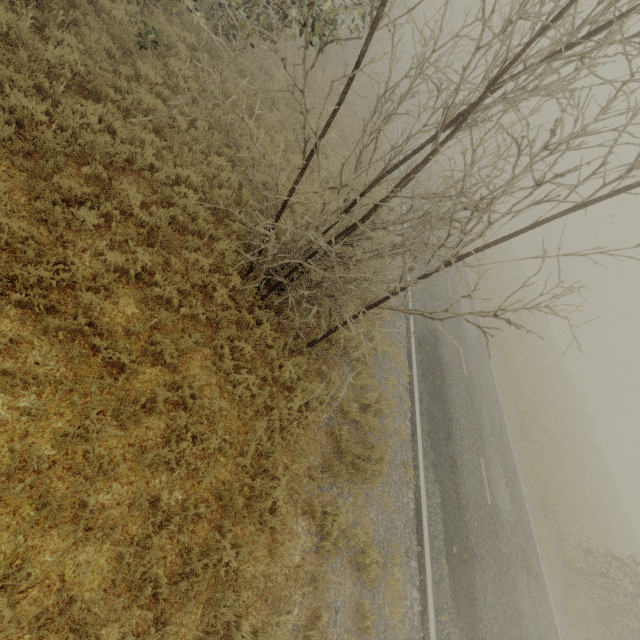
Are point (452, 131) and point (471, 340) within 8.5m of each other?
no

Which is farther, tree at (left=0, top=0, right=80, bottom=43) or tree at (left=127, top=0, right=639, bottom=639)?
tree at (left=0, top=0, right=80, bottom=43)

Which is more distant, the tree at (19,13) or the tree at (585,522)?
A: the tree at (19,13)
